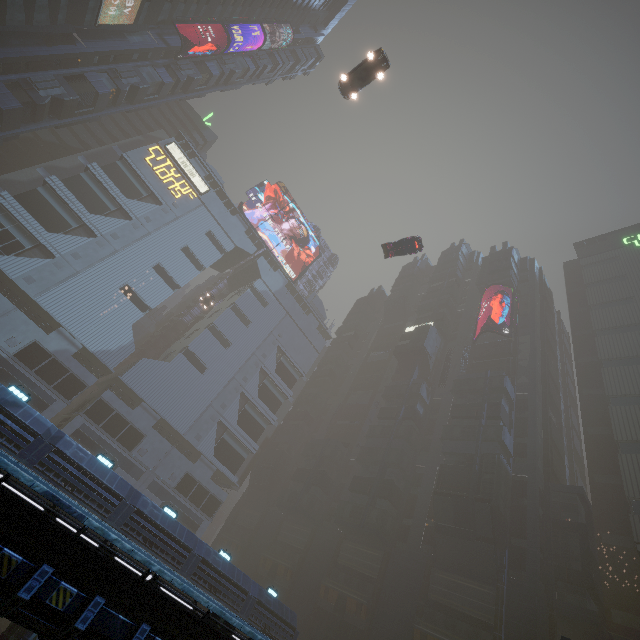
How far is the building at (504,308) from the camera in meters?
55.4 m

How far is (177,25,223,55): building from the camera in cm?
5381

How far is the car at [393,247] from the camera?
33.0m

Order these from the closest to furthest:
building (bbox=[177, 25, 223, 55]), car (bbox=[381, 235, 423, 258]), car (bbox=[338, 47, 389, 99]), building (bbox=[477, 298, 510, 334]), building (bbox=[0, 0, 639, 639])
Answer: car (bbox=[338, 47, 389, 99])
building (bbox=[0, 0, 639, 639])
car (bbox=[381, 235, 423, 258])
building (bbox=[177, 25, 223, 55])
building (bbox=[477, 298, 510, 334])

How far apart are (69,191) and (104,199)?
4.25m

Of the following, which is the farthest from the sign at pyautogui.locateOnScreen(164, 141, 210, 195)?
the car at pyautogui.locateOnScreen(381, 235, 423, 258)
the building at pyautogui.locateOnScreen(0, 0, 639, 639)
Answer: the car at pyautogui.locateOnScreen(381, 235, 423, 258)

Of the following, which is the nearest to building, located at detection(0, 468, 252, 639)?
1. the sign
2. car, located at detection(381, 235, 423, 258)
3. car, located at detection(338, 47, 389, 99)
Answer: the sign

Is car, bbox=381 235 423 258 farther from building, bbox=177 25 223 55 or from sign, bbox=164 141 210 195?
sign, bbox=164 141 210 195
